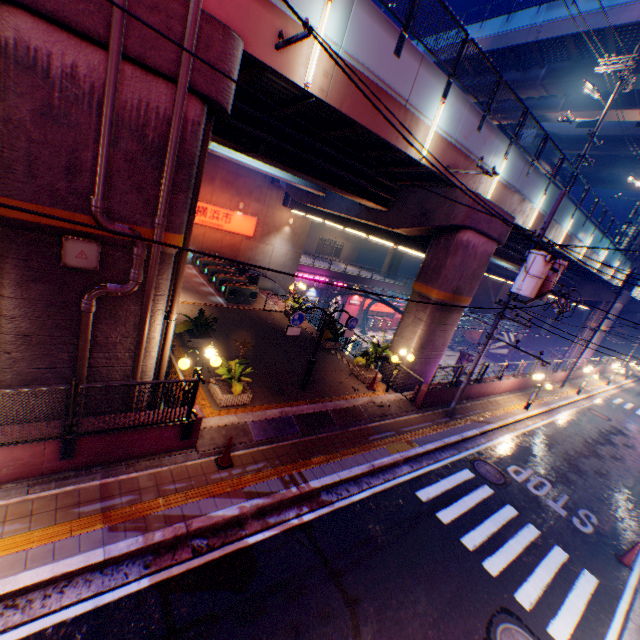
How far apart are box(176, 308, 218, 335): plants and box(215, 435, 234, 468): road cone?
5.5 meters

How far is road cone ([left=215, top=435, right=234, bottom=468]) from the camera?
8.01m

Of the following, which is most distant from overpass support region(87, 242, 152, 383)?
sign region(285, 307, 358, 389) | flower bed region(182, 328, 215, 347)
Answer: sign region(285, 307, 358, 389)

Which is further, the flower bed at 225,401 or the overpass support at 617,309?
the overpass support at 617,309

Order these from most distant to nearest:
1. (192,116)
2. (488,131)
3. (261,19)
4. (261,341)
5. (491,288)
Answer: (491,288) → (261,341) → (488,131) → (261,19) → (192,116)

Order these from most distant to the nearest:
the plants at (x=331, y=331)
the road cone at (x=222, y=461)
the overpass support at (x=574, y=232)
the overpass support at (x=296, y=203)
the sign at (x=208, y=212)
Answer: the sign at (x=208, y=212) → the overpass support at (x=574, y=232) → the plants at (x=331, y=331) → the road cone at (x=222, y=461) → the overpass support at (x=296, y=203)

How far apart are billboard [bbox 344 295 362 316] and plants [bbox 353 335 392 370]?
26.0m

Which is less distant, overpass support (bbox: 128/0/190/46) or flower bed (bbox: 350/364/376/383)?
overpass support (bbox: 128/0/190/46)
